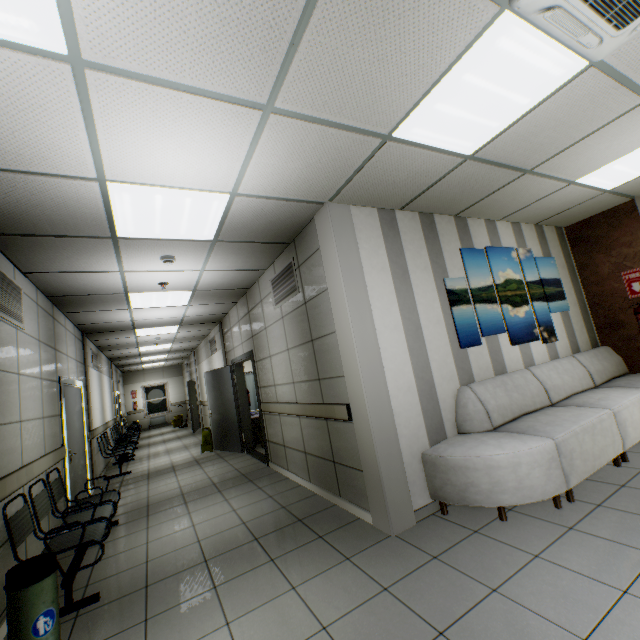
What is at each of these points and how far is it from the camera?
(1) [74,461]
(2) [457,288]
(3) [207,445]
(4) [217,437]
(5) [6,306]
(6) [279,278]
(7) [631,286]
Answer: (1) door, 5.2 meters
(2) picture, 4.1 meters
(3) sign, 8.3 meters
(4) door, 8.2 meters
(5) ventilation grill, 3.2 meters
(6) ventilation grill, 4.7 meters
(7) sign, 5.1 meters

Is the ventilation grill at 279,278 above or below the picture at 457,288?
above

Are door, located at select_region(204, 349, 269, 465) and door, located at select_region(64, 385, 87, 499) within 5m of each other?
yes

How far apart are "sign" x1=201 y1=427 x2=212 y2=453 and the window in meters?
11.3

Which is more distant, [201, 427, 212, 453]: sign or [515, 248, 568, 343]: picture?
[201, 427, 212, 453]: sign

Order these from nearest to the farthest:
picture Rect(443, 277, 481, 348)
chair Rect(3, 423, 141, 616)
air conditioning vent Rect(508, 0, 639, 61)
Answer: air conditioning vent Rect(508, 0, 639, 61), chair Rect(3, 423, 141, 616), picture Rect(443, 277, 481, 348)

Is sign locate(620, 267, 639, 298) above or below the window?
above

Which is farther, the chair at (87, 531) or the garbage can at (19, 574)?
the chair at (87, 531)
